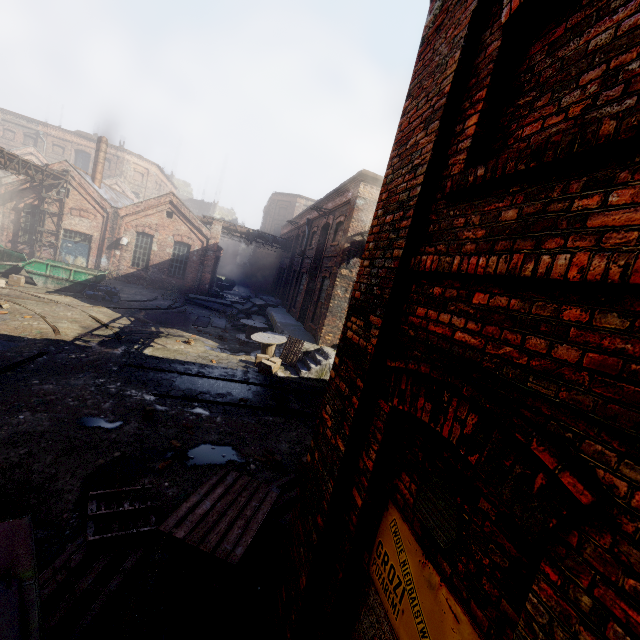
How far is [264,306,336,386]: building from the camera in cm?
1271

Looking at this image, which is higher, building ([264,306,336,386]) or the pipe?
the pipe

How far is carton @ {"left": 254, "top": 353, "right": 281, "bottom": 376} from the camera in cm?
1216

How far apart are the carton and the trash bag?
10.2m

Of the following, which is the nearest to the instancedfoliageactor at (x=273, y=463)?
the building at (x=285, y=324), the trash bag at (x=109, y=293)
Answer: the building at (x=285, y=324)

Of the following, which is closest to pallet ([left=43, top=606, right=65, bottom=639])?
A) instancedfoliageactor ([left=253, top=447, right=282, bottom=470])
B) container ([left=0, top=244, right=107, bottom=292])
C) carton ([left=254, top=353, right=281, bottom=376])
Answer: instancedfoliageactor ([left=253, top=447, right=282, bottom=470])

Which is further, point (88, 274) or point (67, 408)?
point (88, 274)

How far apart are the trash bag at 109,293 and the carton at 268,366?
10.17m
